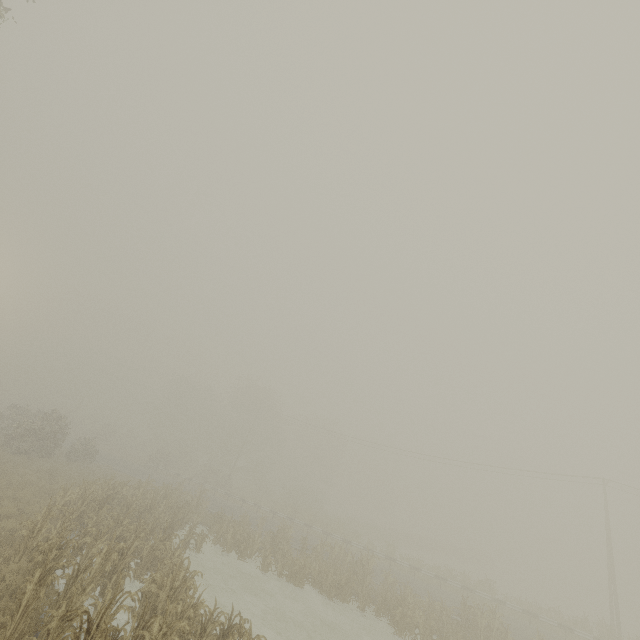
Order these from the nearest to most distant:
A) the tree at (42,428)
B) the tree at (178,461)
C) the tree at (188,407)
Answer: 1. the tree at (42,428)
2. the tree at (178,461)
3. the tree at (188,407)

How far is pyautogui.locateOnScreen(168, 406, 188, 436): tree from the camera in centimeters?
5739cm

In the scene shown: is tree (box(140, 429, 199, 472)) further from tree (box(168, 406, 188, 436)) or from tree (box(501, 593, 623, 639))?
tree (box(501, 593, 623, 639))

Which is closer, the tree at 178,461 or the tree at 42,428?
the tree at 42,428

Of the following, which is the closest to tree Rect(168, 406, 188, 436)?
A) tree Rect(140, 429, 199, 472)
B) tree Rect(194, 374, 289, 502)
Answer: tree Rect(140, 429, 199, 472)

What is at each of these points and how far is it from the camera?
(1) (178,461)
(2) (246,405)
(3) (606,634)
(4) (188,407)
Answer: (1) tree, 49.4 meters
(2) tree, 54.7 meters
(3) tree, 22.2 meters
(4) tree, 59.2 meters

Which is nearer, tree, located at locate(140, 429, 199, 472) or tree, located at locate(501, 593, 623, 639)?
tree, located at locate(501, 593, 623, 639)
